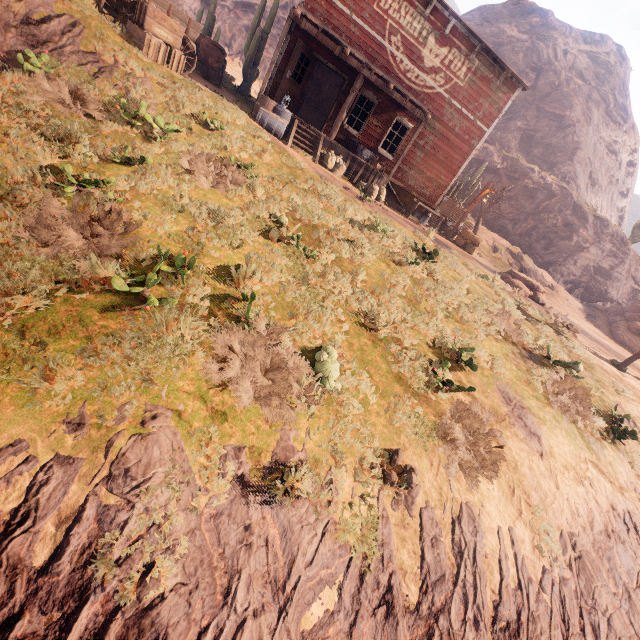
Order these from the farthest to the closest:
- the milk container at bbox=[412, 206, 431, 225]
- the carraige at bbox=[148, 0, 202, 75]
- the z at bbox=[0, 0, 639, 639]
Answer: the milk container at bbox=[412, 206, 431, 225]
the carraige at bbox=[148, 0, 202, 75]
the z at bbox=[0, 0, 639, 639]

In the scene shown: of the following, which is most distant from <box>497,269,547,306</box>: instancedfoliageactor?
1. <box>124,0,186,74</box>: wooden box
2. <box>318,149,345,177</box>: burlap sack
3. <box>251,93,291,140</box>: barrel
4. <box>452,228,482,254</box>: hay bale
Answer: <box>124,0,186,74</box>: wooden box

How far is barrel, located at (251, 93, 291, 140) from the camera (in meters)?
11.12

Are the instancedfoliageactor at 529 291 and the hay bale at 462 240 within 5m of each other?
yes

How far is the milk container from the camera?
16.80m

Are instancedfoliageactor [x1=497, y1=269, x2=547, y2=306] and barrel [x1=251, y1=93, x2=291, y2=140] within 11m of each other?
no

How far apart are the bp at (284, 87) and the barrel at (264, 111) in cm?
98

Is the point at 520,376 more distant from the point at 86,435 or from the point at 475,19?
the point at 475,19
